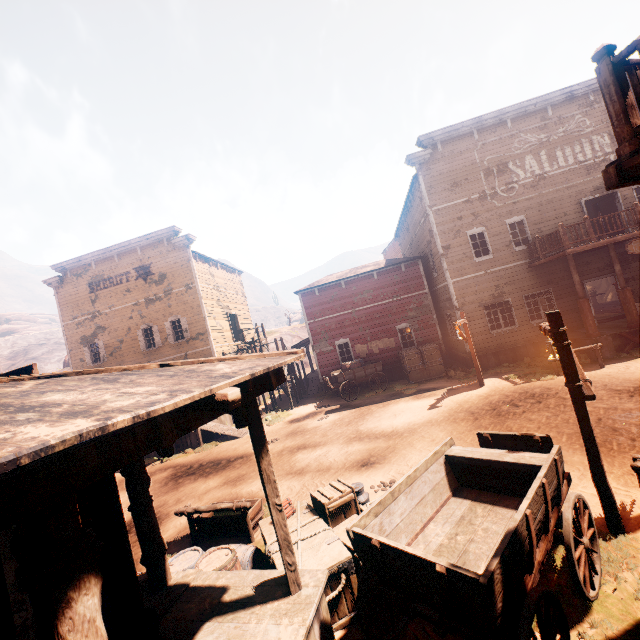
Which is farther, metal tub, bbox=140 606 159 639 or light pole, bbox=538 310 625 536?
light pole, bbox=538 310 625 536

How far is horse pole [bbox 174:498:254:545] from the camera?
6.8 meters

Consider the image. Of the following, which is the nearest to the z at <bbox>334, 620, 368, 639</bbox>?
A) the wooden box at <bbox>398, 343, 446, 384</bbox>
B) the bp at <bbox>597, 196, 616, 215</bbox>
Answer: the wooden box at <bbox>398, 343, 446, 384</bbox>

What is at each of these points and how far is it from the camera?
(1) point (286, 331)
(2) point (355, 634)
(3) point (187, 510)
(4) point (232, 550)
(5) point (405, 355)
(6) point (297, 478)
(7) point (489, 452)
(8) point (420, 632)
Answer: (1) z, 53.3 meters
(2) z, 4.2 meters
(3) horse pole, 7.2 meters
(4) barrel, 5.1 meters
(5) wooden box, 18.1 meters
(6) z, 9.5 meters
(7) carraige, 4.9 meters
(8) z, 4.0 meters

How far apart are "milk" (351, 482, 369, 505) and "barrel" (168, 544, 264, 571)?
1.73m

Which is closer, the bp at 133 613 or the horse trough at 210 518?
the bp at 133 613

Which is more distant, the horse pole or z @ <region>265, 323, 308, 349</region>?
z @ <region>265, 323, 308, 349</region>

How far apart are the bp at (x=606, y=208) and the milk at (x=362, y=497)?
19.21m
